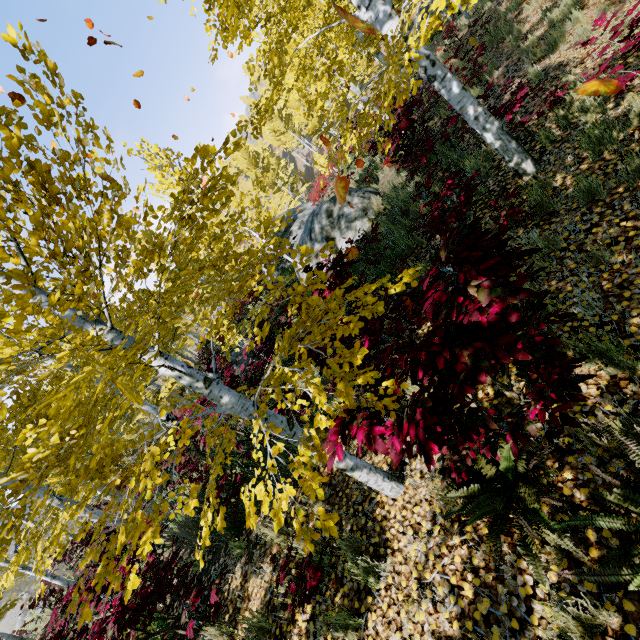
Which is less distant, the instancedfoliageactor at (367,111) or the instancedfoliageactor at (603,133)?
the instancedfoliageactor at (367,111)

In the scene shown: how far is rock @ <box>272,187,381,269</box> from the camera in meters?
9.6

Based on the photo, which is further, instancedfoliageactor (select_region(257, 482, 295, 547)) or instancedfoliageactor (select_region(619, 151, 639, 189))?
instancedfoliageactor (select_region(619, 151, 639, 189))

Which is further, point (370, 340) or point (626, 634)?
point (370, 340)

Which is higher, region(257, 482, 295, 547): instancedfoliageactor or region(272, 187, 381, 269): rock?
region(272, 187, 381, 269): rock

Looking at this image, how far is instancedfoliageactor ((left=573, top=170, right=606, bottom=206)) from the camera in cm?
363
